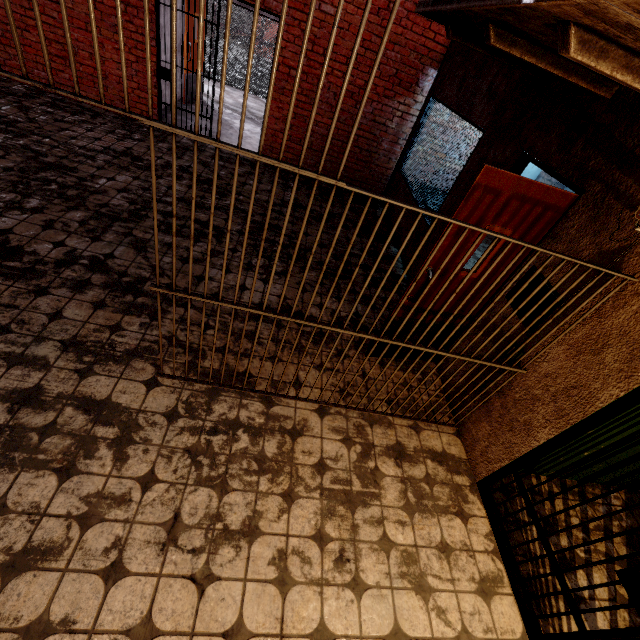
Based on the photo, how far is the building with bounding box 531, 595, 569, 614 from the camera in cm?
237

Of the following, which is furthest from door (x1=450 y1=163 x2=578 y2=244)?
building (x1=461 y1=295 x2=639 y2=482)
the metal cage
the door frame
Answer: the metal cage

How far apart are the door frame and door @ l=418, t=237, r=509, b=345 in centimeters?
7cm

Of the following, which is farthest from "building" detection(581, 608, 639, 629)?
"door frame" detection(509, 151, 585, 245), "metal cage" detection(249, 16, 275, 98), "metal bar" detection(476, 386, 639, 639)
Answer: "metal cage" detection(249, 16, 275, 98)

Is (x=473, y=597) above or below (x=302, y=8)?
below

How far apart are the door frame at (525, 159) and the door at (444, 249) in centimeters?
7cm

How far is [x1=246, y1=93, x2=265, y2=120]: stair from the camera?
9.4m

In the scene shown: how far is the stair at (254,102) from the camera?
9.44m
